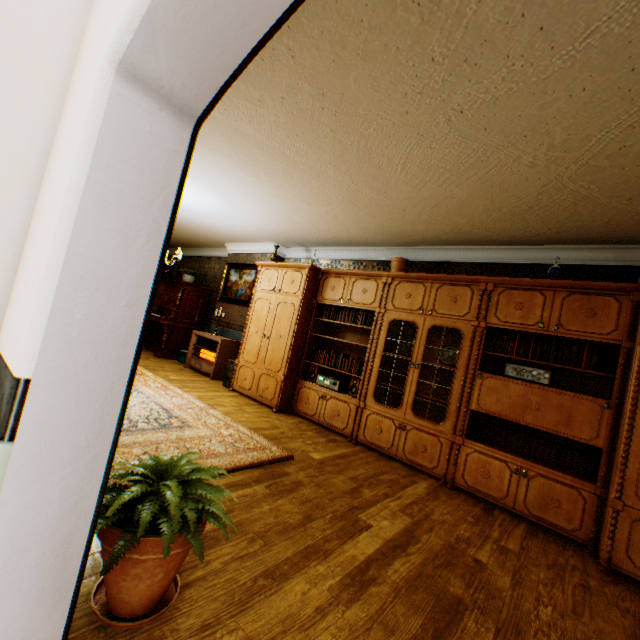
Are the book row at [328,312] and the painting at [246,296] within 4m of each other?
yes

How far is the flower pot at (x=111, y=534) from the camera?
1.3 meters

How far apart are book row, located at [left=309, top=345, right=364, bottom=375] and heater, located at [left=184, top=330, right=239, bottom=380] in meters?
2.3 m

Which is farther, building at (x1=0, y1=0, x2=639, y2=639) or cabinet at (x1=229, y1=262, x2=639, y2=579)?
cabinet at (x1=229, y1=262, x2=639, y2=579)

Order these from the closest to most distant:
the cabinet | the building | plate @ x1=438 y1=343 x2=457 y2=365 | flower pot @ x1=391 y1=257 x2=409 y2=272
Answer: the building, the cabinet, plate @ x1=438 y1=343 x2=457 y2=365, flower pot @ x1=391 y1=257 x2=409 y2=272

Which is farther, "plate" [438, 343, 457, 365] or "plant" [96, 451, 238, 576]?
"plate" [438, 343, 457, 365]

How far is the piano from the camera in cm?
823

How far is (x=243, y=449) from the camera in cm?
347
